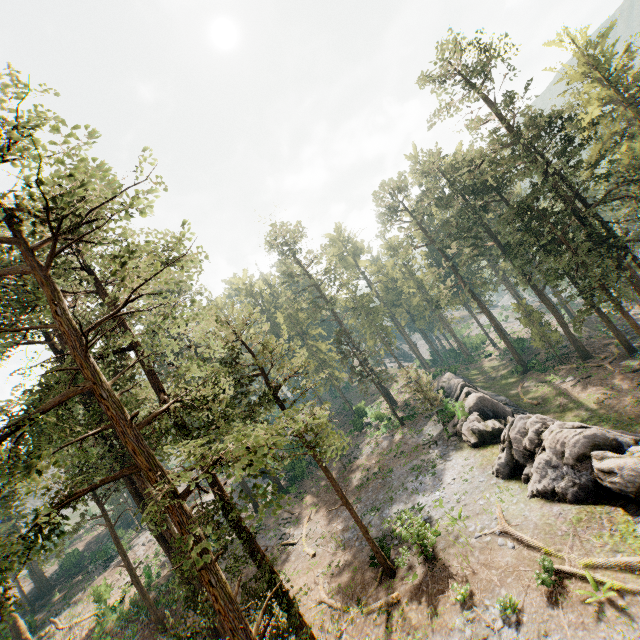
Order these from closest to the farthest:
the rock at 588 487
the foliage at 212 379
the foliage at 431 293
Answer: the foliage at 212 379 < the rock at 588 487 < the foliage at 431 293

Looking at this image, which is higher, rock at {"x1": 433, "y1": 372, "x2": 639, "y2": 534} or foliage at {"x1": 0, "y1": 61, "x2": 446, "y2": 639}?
foliage at {"x1": 0, "y1": 61, "x2": 446, "y2": 639}

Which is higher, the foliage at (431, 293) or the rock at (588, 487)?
the foliage at (431, 293)

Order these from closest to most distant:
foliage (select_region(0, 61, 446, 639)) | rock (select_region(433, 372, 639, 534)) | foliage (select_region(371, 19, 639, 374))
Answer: foliage (select_region(0, 61, 446, 639))
rock (select_region(433, 372, 639, 534))
foliage (select_region(371, 19, 639, 374))

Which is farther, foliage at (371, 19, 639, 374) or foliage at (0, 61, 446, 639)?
foliage at (371, 19, 639, 374)

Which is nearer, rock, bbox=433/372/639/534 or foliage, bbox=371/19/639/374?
rock, bbox=433/372/639/534

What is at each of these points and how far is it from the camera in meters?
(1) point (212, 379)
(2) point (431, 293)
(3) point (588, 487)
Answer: (1) foliage, 10.3
(2) foliage, 59.0
(3) rock, 15.4
